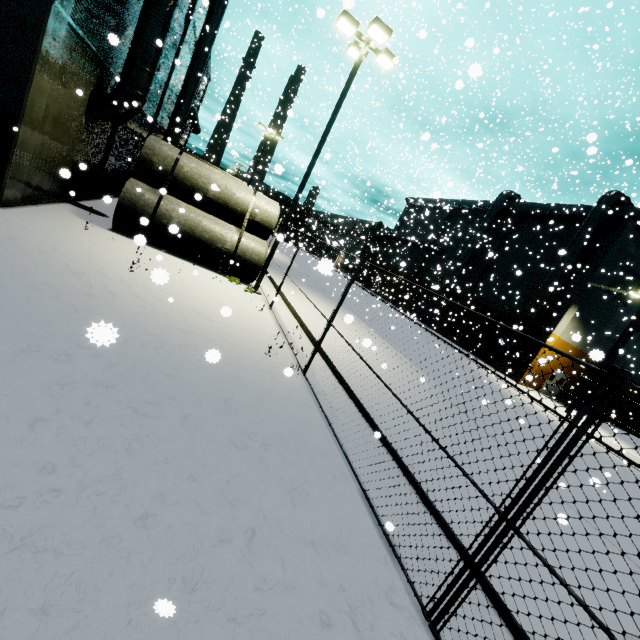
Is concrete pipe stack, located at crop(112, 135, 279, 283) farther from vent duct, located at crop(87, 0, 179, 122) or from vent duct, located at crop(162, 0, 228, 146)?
vent duct, located at crop(162, 0, 228, 146)

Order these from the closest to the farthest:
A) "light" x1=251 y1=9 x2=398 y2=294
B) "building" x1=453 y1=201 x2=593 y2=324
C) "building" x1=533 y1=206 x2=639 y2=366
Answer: "light" x1=251 y1=9 x2=398 y2=294, "building" x1=533 y1=206 x2=639 y2=366, "building" x1=453 y1=201 x2=593 y2=324

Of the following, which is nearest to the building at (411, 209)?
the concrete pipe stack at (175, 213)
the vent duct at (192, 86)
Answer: the vent duct at (192, 86)

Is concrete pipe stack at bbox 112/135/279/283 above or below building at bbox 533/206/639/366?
below

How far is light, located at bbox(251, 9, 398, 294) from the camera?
10.4m

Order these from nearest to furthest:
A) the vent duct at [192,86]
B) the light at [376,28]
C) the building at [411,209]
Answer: the light at [376,28] → the vent duct at [192,86] → the building at [411,209]

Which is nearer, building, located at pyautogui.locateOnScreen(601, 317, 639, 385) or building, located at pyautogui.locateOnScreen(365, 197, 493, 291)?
building, located at pyautogui.locateOnScreen(601, 317, 639, 385)

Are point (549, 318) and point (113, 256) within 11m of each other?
no
